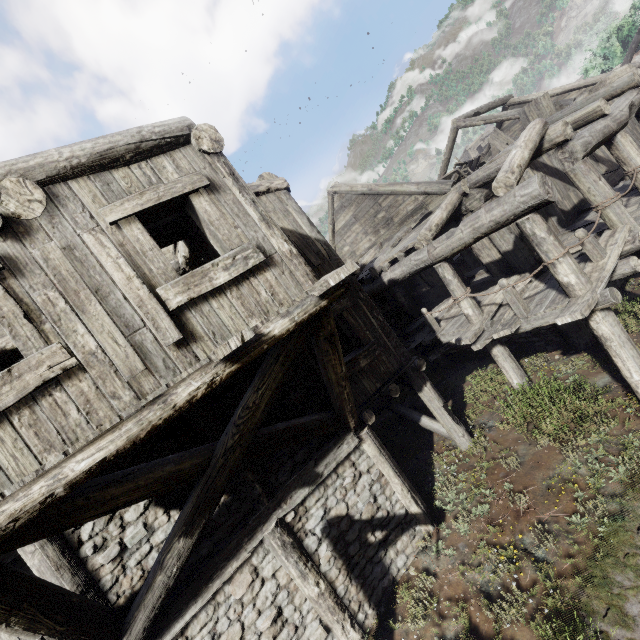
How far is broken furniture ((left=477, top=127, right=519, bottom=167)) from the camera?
12.6 meters

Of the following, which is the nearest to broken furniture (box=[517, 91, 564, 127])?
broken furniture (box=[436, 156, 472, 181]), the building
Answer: the building

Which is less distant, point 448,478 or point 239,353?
point 239,353

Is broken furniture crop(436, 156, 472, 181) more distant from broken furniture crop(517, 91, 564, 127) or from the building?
broken furniture crop(517, 91, 564, 127)

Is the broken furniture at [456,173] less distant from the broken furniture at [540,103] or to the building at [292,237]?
the building at [292,237]
